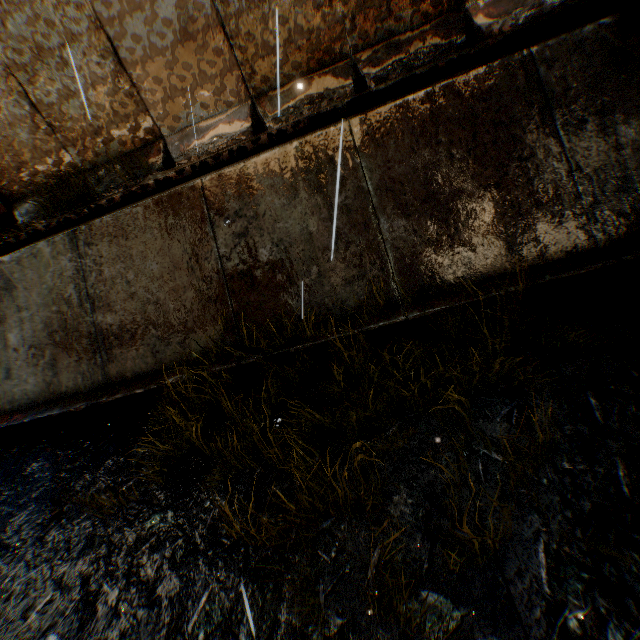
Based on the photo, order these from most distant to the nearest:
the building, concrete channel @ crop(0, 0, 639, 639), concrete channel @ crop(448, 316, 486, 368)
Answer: the building → concrete channel @ crop(448, 316, 486, 368) → concrete channel @ crop(0, 0, 639, 639)

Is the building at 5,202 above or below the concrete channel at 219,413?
above

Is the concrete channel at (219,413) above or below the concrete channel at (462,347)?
below

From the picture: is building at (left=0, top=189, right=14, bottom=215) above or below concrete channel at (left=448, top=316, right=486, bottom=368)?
above

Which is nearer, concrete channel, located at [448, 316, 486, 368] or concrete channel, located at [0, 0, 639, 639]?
concrete channel, located at [0, 0, 639, 639]

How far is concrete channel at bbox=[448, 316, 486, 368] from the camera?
3.4 meters

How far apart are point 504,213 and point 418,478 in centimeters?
306cm
